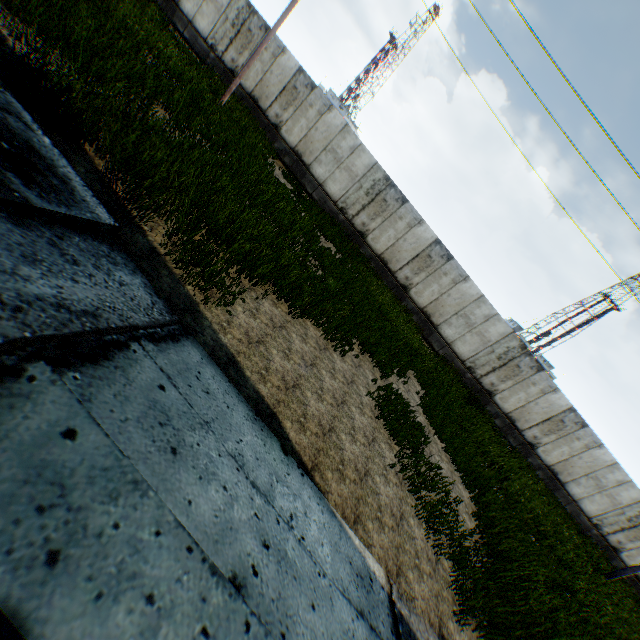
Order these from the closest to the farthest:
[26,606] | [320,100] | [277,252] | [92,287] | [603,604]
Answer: [26,606], [92,287], [277,252], [603,604], [320,100]
